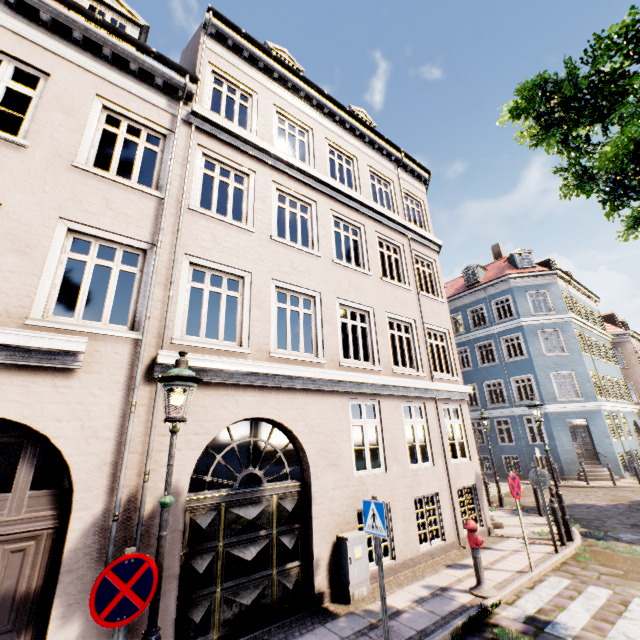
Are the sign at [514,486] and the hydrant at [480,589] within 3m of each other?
yes

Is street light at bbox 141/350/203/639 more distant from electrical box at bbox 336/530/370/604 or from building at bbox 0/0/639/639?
building at bbox 0/0/639/639

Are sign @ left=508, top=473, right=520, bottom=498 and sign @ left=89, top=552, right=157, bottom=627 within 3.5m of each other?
no

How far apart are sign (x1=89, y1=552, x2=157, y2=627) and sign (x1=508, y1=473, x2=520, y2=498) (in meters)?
7.47

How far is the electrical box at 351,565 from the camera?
6.09m

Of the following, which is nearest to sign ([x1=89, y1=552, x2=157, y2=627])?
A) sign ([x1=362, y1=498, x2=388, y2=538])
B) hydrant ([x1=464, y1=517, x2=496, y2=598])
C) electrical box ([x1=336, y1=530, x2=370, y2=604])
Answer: sign ([x1=362, y1=498, x2=388, y2=538])

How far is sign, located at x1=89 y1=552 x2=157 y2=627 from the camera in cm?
280

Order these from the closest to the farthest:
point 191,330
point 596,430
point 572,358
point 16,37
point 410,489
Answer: point 16,37 → point 410,489 → point 191,330 → point 596,430 → point 572,358
